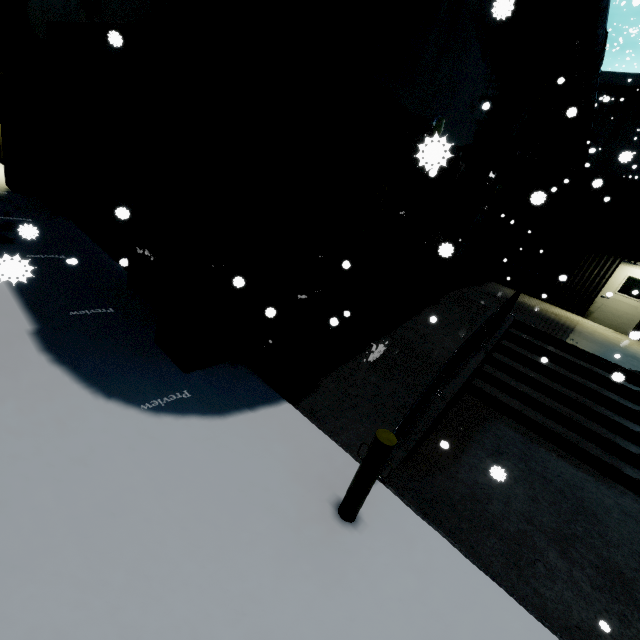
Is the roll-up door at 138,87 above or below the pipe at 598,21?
below

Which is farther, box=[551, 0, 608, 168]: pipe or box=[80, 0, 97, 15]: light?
box=[551, 0, 608, 168]: pipe

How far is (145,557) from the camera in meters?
2.6 m

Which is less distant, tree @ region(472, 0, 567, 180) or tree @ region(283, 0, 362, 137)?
tree @ region(283, 0, 362, 137)

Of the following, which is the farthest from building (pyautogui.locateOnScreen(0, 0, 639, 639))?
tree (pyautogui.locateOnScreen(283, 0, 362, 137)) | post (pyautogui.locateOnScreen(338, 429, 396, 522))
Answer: post (pyautogui.locateOnScreen(338, 429, 396, 522))

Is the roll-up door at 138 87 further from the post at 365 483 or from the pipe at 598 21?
the post at 365 483

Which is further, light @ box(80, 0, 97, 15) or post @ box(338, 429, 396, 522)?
light @ box(80, 0, 97, 15)

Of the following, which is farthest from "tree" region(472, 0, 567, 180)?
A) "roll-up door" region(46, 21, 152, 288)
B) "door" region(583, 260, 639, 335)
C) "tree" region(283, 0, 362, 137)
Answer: "roll-up door" region(46, 21, 152, 288)
